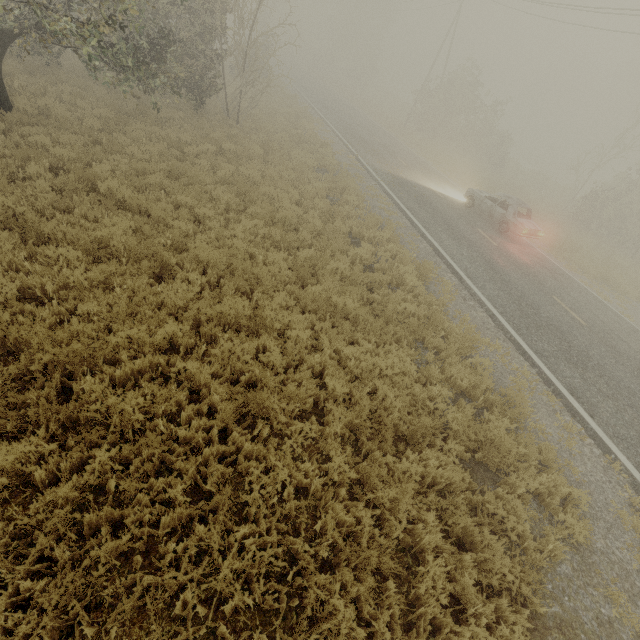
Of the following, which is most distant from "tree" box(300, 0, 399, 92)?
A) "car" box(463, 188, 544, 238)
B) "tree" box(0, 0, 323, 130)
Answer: "car" box(463, 188, 544, 238)

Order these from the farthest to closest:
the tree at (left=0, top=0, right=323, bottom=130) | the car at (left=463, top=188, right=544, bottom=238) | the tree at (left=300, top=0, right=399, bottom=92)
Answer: the tree at (left=300, top=0, right=399, bottom=92), the car at (left=463, top=188, right=544, bottom=238), the tree at (left=0, top=0, right=323, bottom=130)

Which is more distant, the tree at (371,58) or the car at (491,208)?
the tree at (371,58)

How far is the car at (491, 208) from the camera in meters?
15.0 m

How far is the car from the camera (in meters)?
15.00

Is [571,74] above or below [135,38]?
above

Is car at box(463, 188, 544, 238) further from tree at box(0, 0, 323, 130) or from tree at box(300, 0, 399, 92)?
tree at box(300, 0, 399, 92)
